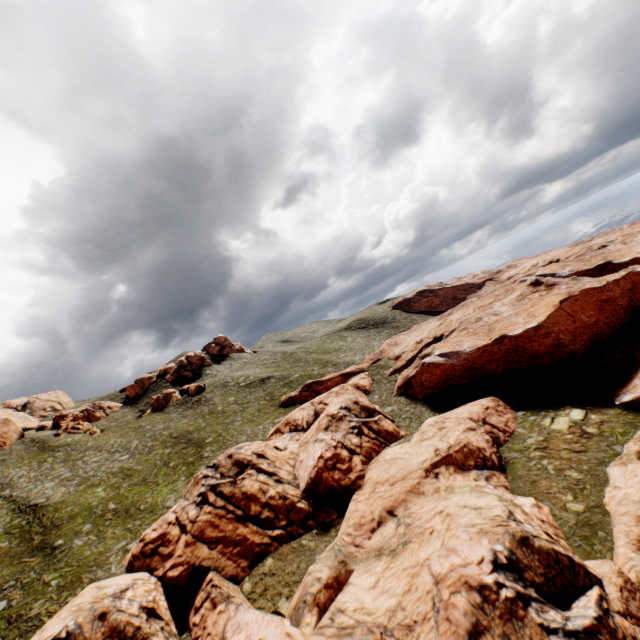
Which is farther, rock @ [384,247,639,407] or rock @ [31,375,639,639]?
rock @ [384,247,639,407]

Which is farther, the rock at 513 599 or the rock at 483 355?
the rock at 483 355

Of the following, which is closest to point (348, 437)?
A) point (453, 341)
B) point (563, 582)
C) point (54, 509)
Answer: point (563, 582)
